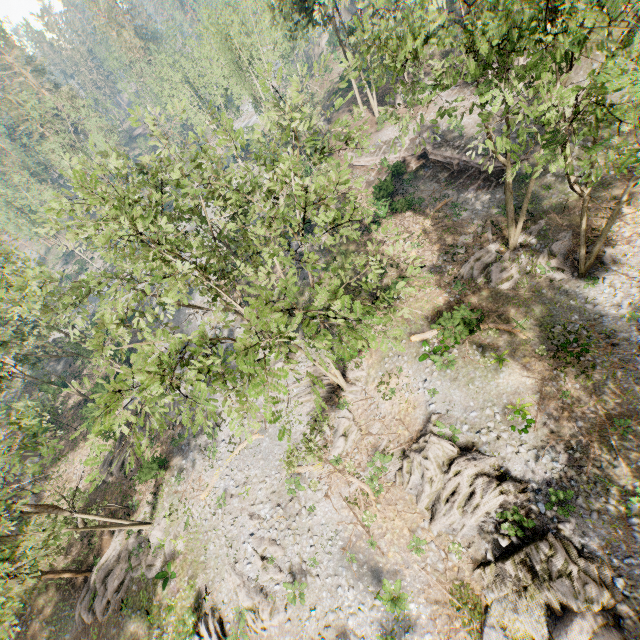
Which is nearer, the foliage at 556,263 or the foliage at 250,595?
the foliage at 250,595

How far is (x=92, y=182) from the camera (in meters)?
10.31

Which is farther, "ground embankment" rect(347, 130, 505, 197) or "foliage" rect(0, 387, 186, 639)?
"ground embankment" rect(347, 130, 505, 197)

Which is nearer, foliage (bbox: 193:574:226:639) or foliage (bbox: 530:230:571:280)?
foliage (bbox: 193:574:226:639)

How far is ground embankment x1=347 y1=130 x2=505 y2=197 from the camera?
26.8 meters

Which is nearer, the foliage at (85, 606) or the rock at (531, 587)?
the rock at (531, 587)

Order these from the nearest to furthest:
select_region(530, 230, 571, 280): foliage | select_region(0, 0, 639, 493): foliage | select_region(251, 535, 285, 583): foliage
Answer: select_region(0, 0, 639, 493): foliage < select_region(251, 535, 285, 583): foliage < select_region(530, 230, 571, 280): foliage
